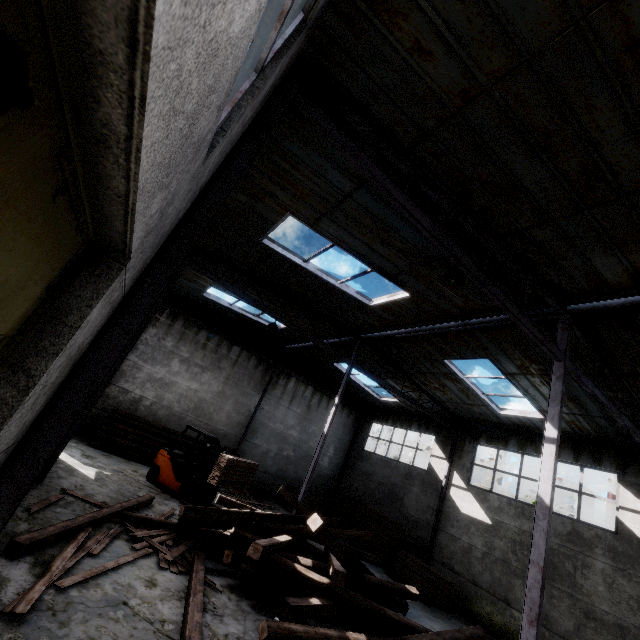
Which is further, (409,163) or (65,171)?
(409,163)

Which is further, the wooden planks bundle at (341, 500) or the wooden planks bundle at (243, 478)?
the wooden planks bundle at (341, 500)

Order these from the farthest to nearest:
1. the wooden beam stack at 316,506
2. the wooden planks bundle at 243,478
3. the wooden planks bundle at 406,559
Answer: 1. the wooden beam stack at 316,506
2. the wooden planks bundle at 406,559
3. the wooden planks bundle at 243,478

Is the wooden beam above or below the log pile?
below

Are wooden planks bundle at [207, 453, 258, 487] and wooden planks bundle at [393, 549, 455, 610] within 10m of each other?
yes

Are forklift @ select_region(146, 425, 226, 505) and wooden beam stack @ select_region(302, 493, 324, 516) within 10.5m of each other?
yes

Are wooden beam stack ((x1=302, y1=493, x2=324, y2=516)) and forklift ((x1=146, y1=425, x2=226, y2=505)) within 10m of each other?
yes

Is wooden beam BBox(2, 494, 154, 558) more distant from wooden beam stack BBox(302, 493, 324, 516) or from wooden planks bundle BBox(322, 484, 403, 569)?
wooden planks bundle BBox(322, 484, 403, 569)
